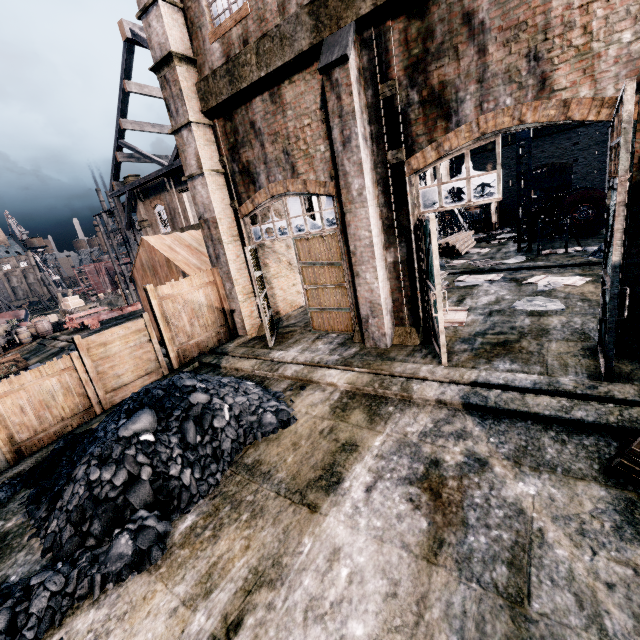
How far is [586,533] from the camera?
3.8m

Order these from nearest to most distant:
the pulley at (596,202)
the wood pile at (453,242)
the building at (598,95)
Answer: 1. the building at (598,95)
2. the pulley at (596,202)
3. the wood pile at (453,242)

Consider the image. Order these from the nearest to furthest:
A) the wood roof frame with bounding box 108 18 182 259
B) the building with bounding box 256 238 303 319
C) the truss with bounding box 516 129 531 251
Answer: the building with bounding box 256 238 303 319
the truss with bounding box 516 129 531 251
the wood roof frame with bounding box 108 18 182 259

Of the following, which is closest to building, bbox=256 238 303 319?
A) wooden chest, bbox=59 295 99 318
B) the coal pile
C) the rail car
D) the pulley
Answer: the coal pile

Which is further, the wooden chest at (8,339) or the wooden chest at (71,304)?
the wooden chest at (71,304)

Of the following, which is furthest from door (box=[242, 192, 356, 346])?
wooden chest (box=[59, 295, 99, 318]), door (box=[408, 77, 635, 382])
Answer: wooden chest (box=[59, 295, 99, 318])

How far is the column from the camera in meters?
7.7

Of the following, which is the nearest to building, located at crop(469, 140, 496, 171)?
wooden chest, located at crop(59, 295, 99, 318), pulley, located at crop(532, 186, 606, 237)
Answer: pulley, located at crop(532, 186, 606, 237)
